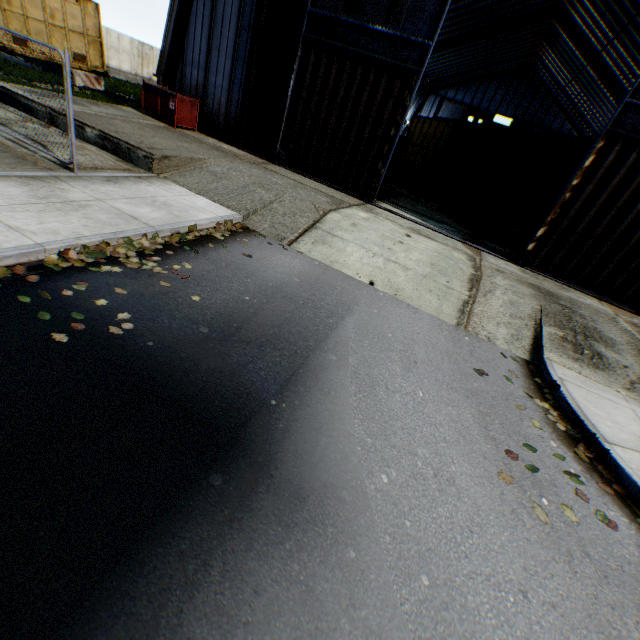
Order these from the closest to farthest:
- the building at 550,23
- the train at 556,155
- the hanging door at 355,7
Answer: the hanging door at 355,7
the train at 556,155
the building at 550,23

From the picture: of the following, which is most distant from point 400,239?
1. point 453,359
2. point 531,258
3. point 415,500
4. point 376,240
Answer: point 415,500

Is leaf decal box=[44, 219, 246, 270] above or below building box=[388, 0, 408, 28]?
below

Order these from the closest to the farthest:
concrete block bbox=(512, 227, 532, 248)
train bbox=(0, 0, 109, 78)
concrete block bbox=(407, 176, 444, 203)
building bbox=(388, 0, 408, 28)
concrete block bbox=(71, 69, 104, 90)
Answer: concrete block bbox=(512, 227, 532, 248), train bbox=(0, 0, 109, 78), concrete block bbox=(71, 69, 104, 90), concrete block bbox=(407, 176, 444, 203), building bbox=(388, 0, 408, 28)

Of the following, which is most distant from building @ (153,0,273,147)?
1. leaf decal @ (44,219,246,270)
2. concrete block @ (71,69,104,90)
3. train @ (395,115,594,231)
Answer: concrete block @ (71,69,104,90)

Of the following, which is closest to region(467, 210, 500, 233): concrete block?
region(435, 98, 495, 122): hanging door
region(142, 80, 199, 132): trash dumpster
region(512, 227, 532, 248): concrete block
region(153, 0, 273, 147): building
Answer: region(512, 227, 532, 248): concrete block

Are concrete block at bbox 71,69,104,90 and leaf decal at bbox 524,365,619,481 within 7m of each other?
no

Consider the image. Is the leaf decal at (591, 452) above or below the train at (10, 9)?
below
